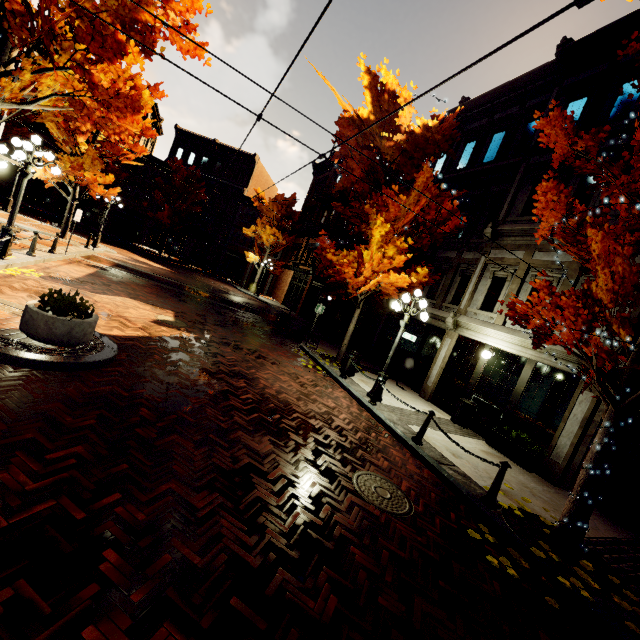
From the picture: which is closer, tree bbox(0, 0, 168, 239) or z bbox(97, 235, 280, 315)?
tree bbox(0, 0, 168, 239)

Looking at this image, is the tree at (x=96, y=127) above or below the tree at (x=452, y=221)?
below

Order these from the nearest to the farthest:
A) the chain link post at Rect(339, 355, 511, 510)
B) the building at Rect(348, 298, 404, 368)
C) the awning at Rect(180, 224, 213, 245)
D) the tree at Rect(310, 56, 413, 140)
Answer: the chain link post at Rect(339, 355, 511, 510) → the tree at Rect(310, 56, 413, 140) → the building at Rect(348, 298, 404, 368) → the awning at Rect(180, 224, 213, 245)

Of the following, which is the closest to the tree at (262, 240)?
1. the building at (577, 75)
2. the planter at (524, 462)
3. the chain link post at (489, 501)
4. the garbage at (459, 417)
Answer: the building at (577, 75)

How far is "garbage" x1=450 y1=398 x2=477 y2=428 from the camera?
10.7m

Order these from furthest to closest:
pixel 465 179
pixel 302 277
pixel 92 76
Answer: pixel 302 277 < pixel 465 179 < pixel 92 76

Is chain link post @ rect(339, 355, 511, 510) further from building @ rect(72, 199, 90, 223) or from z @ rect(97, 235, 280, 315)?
z @ rect(97, 235, 280, 315)

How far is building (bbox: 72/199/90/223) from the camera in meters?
34.4 m
